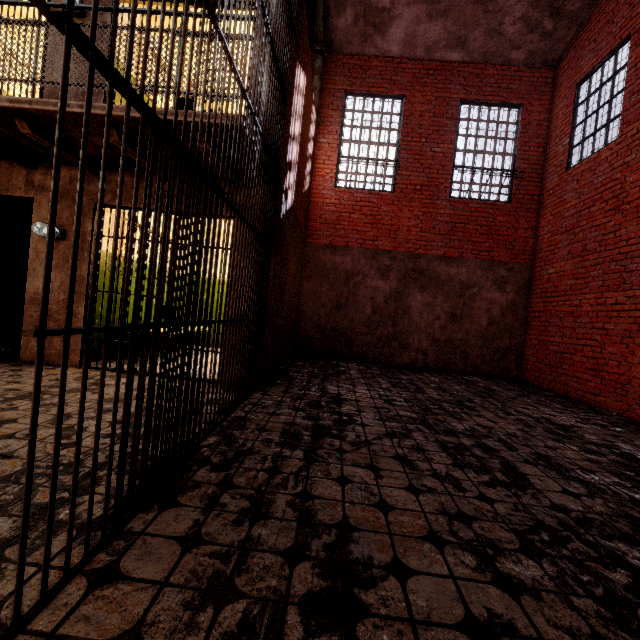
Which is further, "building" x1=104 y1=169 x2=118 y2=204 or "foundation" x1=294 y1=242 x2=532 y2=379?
"foundation" x1=294 y1=242 x2=532 y2=379

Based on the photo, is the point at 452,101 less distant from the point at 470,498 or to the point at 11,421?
the point at 470,498

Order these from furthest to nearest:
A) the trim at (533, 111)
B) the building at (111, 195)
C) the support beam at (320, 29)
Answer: the trim at (533, 111)
the support beam at (320, 29)
the building at (111, 195)

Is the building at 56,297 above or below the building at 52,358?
above

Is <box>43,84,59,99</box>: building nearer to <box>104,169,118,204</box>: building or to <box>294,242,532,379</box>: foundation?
<box>104,169,118,204</box>: building

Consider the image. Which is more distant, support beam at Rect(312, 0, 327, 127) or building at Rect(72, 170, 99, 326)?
support beam at Rect(312, 0, 327, 127)
